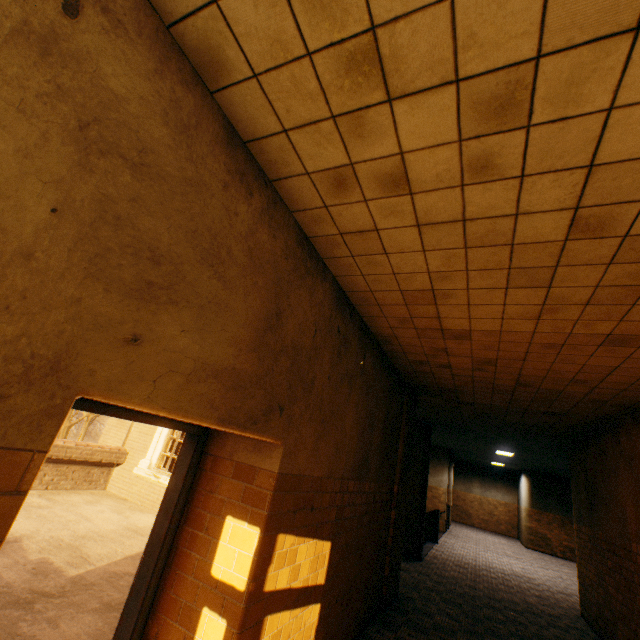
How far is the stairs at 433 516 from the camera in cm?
1156

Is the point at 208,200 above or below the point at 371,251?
below

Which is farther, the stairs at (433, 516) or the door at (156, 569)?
the stairs at (433, 516)

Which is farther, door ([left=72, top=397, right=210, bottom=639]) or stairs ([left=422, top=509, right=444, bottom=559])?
stairs ([left=422, top=509, right=444, bottom=559])

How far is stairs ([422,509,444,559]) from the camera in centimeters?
1156cm
